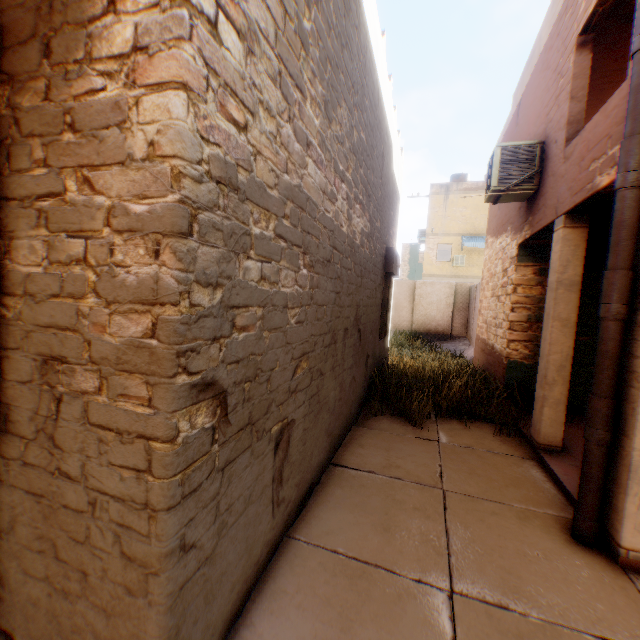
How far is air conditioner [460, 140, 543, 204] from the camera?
5.5m

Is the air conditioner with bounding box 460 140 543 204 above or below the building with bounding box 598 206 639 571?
above

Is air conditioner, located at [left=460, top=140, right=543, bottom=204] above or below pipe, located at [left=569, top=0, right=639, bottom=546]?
above

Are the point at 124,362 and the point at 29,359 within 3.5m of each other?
yes

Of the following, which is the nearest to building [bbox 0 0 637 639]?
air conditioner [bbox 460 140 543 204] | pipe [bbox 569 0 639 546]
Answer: pipe [bbox 569 0 639 546]

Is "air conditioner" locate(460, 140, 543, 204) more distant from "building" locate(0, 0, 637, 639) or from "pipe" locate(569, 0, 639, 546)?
"pipe" locate(569, 0, 639, 546)

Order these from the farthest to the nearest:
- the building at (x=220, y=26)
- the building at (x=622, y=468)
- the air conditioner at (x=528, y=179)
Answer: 1. the air conditioner at (x=528, y=179)
2. the building at (x=622, y=468)
3. the building at (x=220, y=26)

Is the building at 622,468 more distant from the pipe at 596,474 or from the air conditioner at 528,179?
the air conditioner at 528,179
